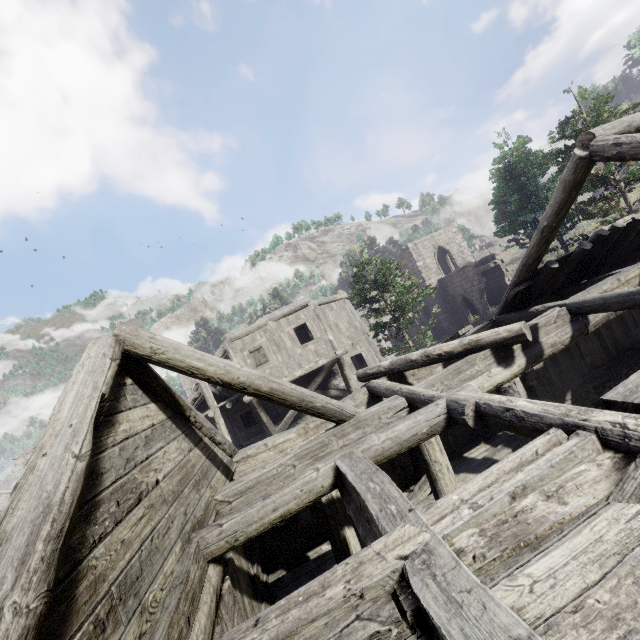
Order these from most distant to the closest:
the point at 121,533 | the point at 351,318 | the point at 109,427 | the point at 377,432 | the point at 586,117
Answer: the point at 351,318
the point at 586,117
the point at 377,432
the point at 109,427
the point at 121,533
